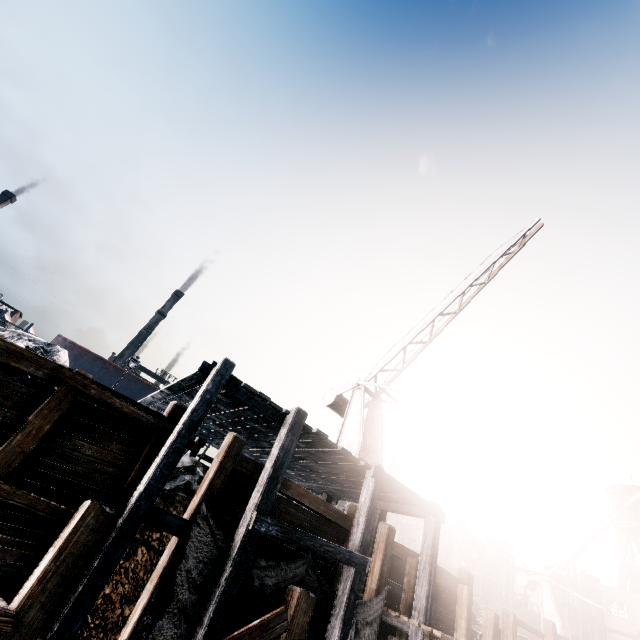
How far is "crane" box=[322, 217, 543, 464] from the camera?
13.1m

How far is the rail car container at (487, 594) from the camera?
25.48m

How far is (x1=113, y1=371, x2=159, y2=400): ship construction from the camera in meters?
30.2 m

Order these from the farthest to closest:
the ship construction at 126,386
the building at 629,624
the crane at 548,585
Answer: the building at 629,624, the ship construction at 126,386, the crane at 548,585

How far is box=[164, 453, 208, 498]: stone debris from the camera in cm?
776

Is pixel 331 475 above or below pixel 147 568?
above

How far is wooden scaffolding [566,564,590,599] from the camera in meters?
40.6 m

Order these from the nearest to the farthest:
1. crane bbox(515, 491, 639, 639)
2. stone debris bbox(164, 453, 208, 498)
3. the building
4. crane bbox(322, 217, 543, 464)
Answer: stone debris bbox(164, 453, 208, 498) → crane bbox(322, 217, 543, 464) → crane bbox(515, 491, 639, 639) → the building
